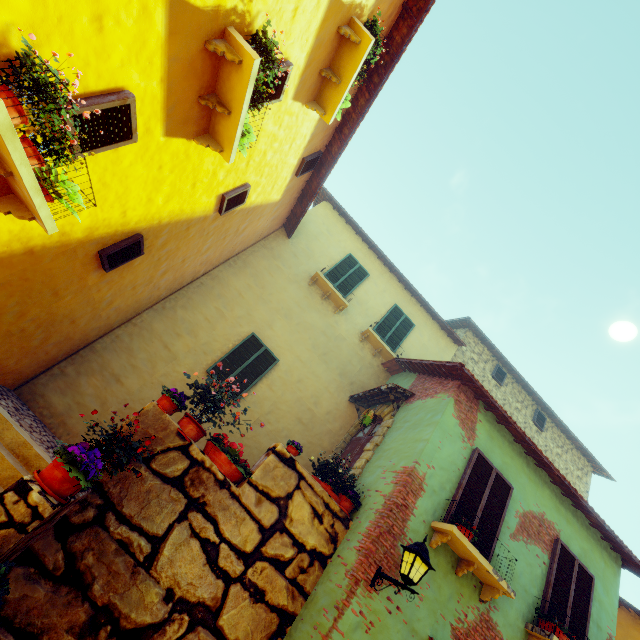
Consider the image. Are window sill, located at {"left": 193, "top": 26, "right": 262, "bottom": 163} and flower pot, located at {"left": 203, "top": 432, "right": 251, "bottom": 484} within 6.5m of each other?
yes

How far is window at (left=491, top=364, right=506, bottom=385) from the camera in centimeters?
1277cm

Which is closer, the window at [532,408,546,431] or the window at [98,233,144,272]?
the window at [98,233,144,272]

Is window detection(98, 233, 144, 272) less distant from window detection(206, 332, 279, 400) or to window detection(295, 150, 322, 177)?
window detection(295, 150, 322, 177)

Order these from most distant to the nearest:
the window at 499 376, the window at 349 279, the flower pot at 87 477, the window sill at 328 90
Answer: the window at 499 376
the window at 349 279
the window sill at 328 90
the flower pot at 87 477

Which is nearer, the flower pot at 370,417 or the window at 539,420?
the flower pot at 370,417

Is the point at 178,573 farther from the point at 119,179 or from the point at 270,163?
the point at 270,163

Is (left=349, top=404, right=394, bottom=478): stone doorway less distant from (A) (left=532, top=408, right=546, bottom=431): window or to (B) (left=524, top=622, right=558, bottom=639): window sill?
(B) (left=524, top=622, right=558, bottom=639): window sill
